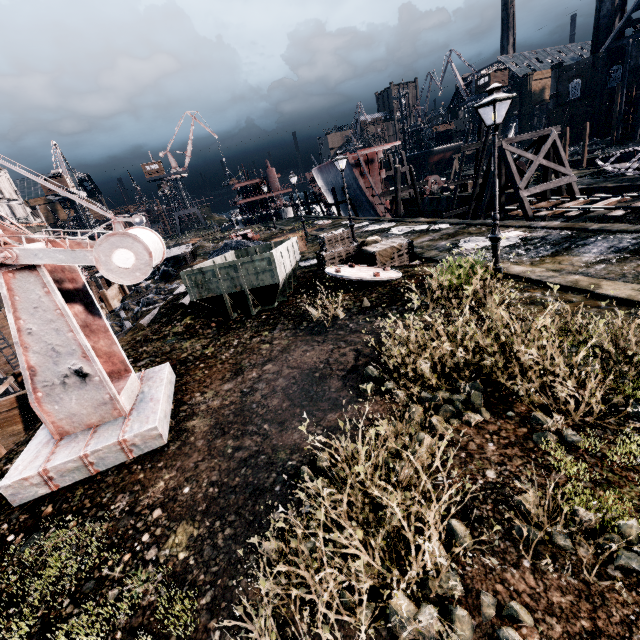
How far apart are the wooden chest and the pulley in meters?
30.8

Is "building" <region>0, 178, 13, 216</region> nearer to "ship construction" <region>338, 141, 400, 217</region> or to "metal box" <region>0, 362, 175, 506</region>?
"metal box" <region>0, 362, 175, 506</region>

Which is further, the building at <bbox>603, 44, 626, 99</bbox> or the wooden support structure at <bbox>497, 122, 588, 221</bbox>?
the building at <bbox>603, 44, 626, 99</bbox>

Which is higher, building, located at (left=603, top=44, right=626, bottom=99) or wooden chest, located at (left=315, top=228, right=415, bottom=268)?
building, located at (left=603, top=44, right=626, bottom=99)

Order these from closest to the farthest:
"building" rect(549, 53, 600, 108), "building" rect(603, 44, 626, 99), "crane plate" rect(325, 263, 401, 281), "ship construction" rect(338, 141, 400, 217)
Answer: "crane plate" rect(325, 263, 401, 281) → "ship construction" rect(338, 141, 400, 217) → "building" rect(603, 44, 626, 99) → "building" rect(549, 53, 600, 108)

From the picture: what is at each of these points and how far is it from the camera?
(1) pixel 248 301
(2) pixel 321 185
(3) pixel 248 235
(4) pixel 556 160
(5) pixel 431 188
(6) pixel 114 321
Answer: (1) rail car container, 11.8m
(2) ship construction, 48.4m
(3) rail car base, 35.6m
(4) wooden support structure, 23.3m
(5) pulley, 42.9m
(6) stone debris, 23.2m

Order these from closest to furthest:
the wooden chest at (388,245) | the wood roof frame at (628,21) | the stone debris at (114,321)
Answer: the wooden chest at (388,245) < the stone debris at (114,321) < the wood roof frame at (628,21)

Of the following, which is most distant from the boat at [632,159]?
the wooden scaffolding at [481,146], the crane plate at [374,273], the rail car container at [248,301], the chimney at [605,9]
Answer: the chimney at [605,9]
